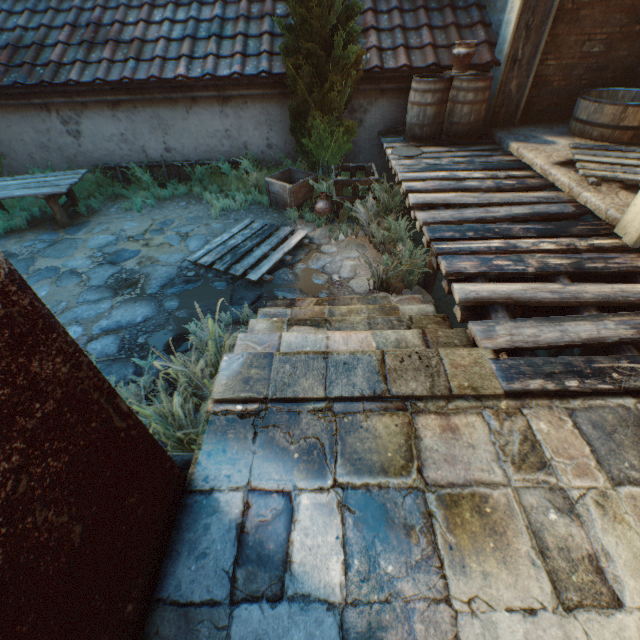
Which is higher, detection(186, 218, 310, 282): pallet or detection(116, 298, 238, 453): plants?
detection(116, 298, 238, 453): plants

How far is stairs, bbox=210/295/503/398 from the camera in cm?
216

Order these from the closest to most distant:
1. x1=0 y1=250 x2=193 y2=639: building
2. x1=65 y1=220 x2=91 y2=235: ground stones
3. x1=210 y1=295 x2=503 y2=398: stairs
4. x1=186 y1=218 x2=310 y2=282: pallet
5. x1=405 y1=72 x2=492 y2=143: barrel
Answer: x1=0 y1=250 x2=193 y2=639: building → x1=210 y1=295 x2=503 y2=398: stairs → x1=186 y1=218 x2=310 y2=282: pallet → x1=405 y1=72 x2=492 y2=143: barrel → x1=65 y1=220 x2=91 y2=235: ground stones

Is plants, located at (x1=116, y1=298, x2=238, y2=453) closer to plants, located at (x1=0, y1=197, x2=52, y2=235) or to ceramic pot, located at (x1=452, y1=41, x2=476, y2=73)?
plants, located at (x1=0, y1=197, x2=52, y2=235)

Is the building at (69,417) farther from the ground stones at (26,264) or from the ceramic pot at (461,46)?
the ceramic pot at (461,46)

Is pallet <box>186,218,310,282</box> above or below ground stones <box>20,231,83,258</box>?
above

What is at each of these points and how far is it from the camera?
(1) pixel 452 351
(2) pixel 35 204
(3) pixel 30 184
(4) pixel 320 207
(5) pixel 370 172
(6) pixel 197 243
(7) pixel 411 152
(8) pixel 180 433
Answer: (1) stairs, 2.36m
(2) plants, 6.76m
(3) table, 5.92m
(4) ceramic pot, 5.89m
(5) wooden crate, 6.13m
(6) ground stones, 5.57m
(7) barrel lid, 5.61m
(8) plants, 2.55m

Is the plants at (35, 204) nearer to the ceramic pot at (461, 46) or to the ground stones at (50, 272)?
the ground stones at (50, 272)
